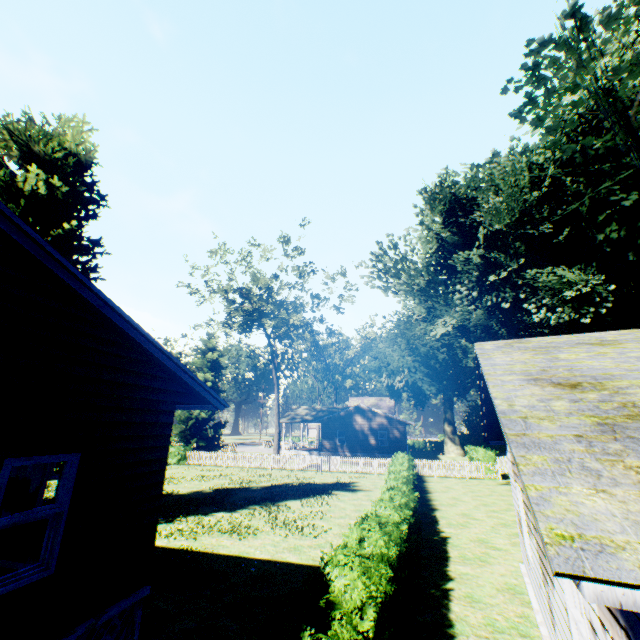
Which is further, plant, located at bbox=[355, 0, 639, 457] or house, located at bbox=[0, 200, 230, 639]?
plant, located at bbox=[355, 0, 639, 457]

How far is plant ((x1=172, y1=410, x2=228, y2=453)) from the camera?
38.82m

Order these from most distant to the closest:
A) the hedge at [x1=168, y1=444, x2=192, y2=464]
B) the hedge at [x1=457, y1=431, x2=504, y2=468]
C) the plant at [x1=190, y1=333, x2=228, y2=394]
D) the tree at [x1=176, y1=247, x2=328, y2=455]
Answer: the plant at [x1=190, y1=333, x2=228, y2=394]
the hedge at [x1=168, y1=444, x2=192, y2=464]
the tree at [x1=176, y1=247, x2=328, y2=455]
the hedge at [x1=457, y1=431, x2=504, y2=468]

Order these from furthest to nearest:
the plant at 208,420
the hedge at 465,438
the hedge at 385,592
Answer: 1. the plant at 208,420
2. the hedge at 465,438
3. the hedge at 385,592

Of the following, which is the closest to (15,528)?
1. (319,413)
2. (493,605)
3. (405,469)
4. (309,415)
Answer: (493,605)

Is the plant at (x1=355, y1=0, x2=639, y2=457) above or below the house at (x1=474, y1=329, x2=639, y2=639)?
above

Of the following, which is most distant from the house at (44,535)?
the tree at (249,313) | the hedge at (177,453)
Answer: the hedge at (177,453)
